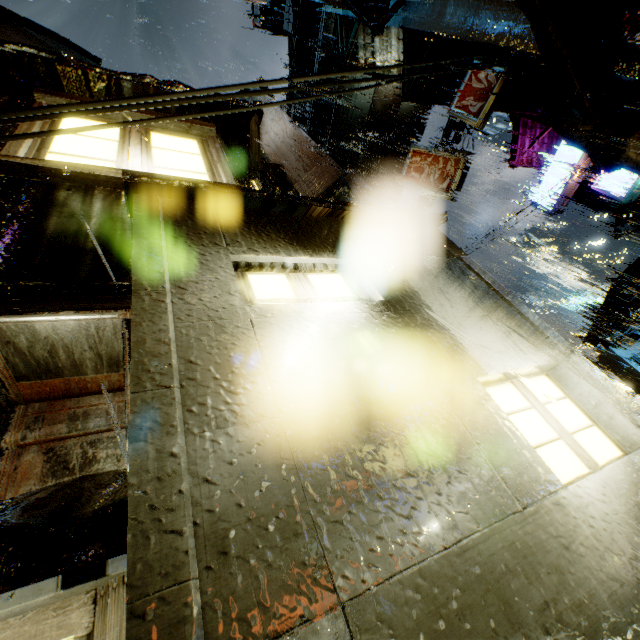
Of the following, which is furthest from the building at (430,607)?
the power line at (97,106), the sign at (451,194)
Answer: the sign at (451,194)

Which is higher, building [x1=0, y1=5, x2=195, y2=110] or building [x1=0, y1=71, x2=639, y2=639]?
building [x1=0, y1=5, x2=195, y2=110]

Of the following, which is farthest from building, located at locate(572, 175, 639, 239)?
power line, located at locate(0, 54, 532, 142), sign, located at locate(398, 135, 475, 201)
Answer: sign, located at locate(398, 135, 475, 201)

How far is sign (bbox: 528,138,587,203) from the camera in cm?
1554

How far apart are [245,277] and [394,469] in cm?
176

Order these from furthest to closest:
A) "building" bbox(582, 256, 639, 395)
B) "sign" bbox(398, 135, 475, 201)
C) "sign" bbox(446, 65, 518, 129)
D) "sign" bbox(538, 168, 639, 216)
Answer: "building" bbox(582, 256, 639, 395)
"sign" bbox(538, 168, 639, 216)
"sign" bbox(398, 135, 475, 201)
"sign" bbox(446, 65, 518, 129)

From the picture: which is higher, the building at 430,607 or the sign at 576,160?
the sign at 576,160

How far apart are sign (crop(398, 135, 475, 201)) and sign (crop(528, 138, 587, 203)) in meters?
8.0 m
